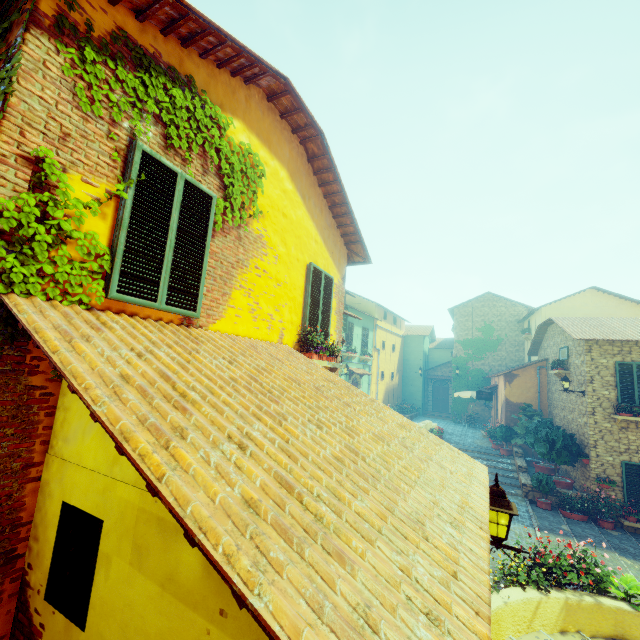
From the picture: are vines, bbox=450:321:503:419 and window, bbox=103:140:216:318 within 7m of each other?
no

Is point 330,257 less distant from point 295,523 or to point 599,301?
point 295,523

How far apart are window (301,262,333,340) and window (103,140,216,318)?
2.6 meters

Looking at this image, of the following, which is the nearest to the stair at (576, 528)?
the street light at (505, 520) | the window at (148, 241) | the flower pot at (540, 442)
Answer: the flower pot at (540, 442)

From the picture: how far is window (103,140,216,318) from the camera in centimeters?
320cm

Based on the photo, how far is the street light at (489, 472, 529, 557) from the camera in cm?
339

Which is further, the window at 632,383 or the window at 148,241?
the window at 632,383

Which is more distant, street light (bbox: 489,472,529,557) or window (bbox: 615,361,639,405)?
window (bbox: 615,361,639,405)
